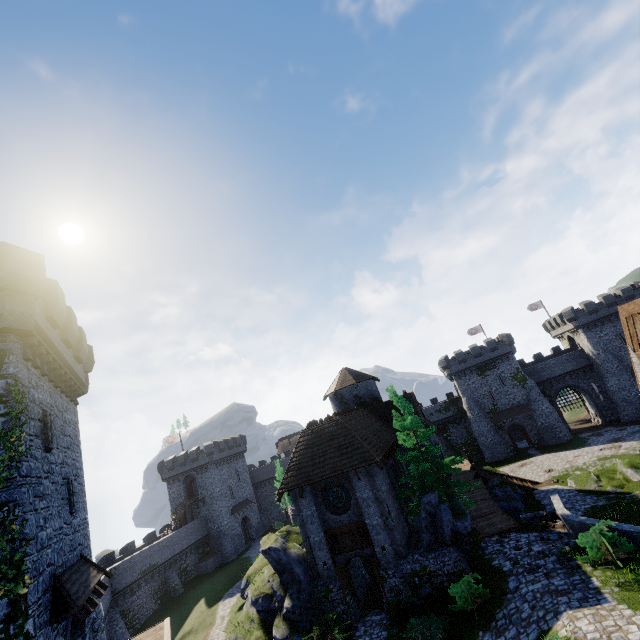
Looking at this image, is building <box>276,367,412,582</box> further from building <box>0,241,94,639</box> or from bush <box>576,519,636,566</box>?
building <box>0,241,94,639</box>

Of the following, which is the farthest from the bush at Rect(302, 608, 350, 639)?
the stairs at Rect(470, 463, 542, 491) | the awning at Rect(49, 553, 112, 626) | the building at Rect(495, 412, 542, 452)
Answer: the building at Rect(495, 412, 542, 452)

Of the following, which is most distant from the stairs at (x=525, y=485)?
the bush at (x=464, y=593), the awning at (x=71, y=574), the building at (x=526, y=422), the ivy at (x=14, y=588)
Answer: the ivy at (x=14, y=588)

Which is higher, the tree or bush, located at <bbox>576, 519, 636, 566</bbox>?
the tree

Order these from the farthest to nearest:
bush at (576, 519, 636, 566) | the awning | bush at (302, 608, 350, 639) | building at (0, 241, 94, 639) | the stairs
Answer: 1. the stairs
2. bush at (302, 608, 350, 639)
3. bush at (576, 519, 636, 566)
4. the awning
5. building at (0, 241, 94, 639)

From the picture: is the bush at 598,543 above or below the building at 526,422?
above

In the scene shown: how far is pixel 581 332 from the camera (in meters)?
49.09

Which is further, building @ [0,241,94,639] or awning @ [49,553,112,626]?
awning @ [49,553,112,626]
